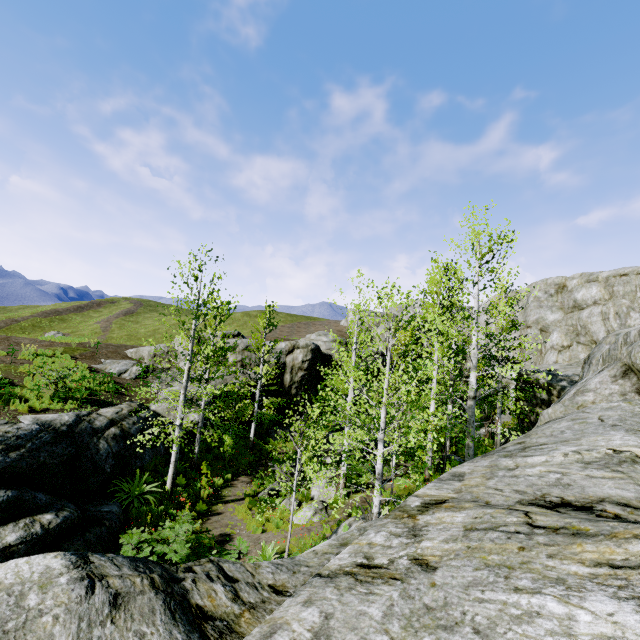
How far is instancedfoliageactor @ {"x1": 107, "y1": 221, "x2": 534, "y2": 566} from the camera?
9.3 meters

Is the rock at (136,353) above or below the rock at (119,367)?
above

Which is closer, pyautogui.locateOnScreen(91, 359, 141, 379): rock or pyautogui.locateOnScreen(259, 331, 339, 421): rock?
pyautogui.locateOnScreen(91, 359, 141, 379): rock

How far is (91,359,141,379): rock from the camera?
21.3 meters

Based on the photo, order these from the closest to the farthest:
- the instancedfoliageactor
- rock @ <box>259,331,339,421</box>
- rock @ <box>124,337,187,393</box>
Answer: the instancedfoliageactor
rock @ <box>124,337,187,393</box>
rock @ <box>259,331,339,421</box>

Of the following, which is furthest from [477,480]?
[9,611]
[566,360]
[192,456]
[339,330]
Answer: [339,330]

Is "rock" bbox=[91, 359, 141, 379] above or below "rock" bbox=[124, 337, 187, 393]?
below

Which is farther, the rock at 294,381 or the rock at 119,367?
the rock at 294,381
